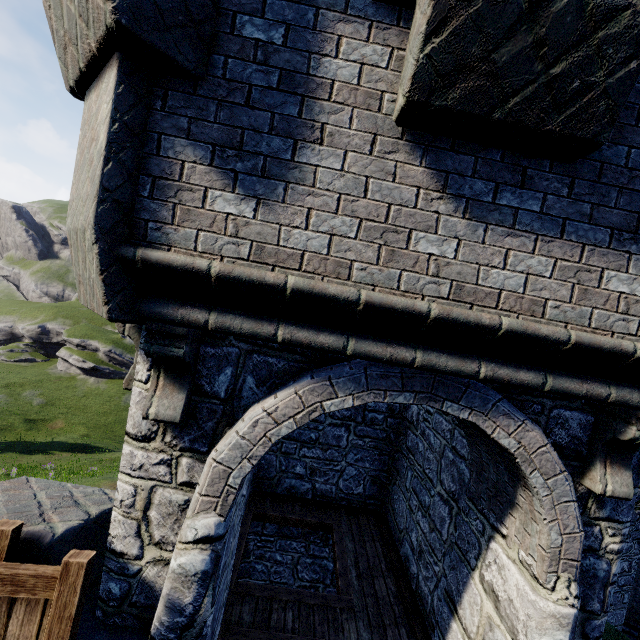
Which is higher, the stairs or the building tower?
the building tower

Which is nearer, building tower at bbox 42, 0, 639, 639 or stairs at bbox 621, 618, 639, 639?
building tower at bbox 42, 0, 639, 639

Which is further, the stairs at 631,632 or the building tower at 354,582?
the stairs at 631,632

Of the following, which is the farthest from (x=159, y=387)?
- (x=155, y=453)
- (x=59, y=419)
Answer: (x=59, y=419)

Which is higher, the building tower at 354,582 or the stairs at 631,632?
the building tower at 354,582
